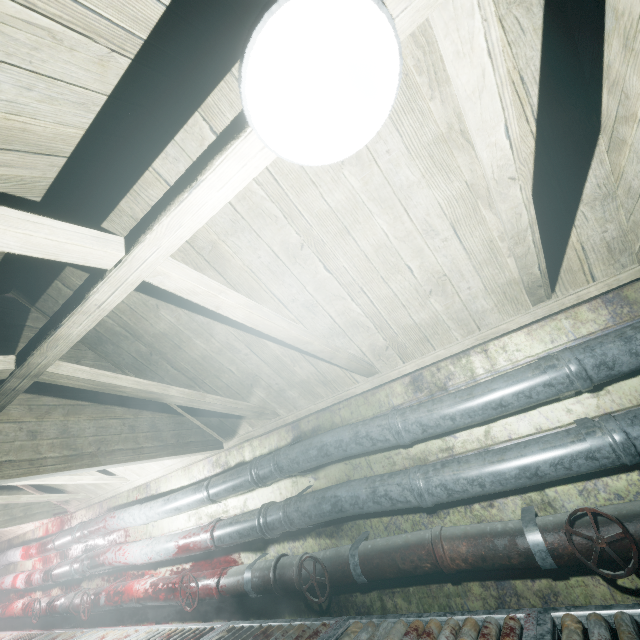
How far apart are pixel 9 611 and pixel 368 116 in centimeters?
706cm

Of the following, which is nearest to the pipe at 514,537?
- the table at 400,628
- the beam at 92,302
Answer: the table at 400,628

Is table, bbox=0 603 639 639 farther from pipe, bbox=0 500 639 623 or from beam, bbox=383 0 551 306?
beam, bbox=383 0 551 306

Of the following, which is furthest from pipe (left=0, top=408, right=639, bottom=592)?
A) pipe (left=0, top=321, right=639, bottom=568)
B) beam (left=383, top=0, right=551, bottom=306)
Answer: beam (left=383, top=0, right=551, bottom=306)

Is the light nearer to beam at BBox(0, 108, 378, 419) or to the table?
beam at BBox(0, 108, 378, 419)

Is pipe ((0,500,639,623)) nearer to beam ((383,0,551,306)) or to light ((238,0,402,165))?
beam ((383,0,551,306))

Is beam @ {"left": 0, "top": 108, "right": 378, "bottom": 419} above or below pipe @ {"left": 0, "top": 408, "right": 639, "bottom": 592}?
above

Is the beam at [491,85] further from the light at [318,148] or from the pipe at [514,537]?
the pipe at [514,537]
